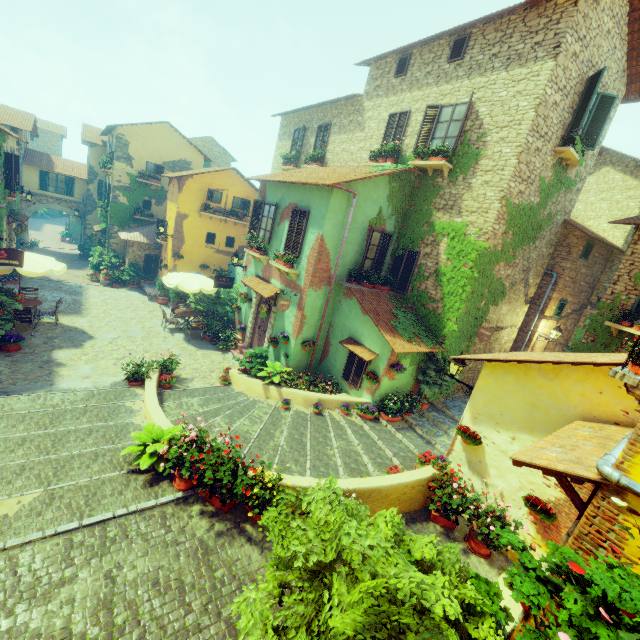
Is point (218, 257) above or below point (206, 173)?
below

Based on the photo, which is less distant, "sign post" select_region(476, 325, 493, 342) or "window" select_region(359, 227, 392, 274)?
"sign post" select_region(476, 325, 493, 342)

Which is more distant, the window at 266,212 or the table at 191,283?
the table at 191,283

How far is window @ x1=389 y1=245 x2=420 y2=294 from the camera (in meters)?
11.92

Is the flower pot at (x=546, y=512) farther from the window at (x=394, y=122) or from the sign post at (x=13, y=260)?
the sign post at (x=13, y=260)

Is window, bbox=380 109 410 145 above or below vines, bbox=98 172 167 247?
above

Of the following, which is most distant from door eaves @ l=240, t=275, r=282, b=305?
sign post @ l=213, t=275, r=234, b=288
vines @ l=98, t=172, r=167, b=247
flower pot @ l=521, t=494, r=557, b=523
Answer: vines @ l=98, t=172, r=167, b=247

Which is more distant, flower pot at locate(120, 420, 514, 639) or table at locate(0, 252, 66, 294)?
table at locate(0, 252, 66, 294)
